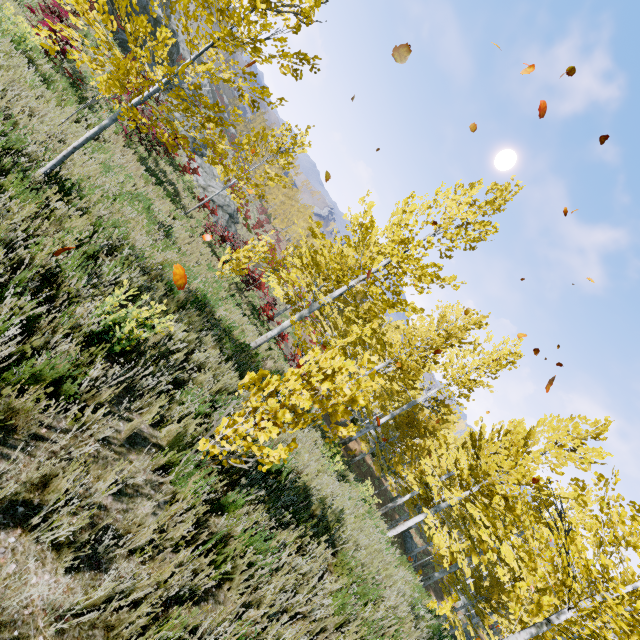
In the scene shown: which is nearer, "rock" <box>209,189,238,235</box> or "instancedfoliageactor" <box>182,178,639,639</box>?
"instancedfoliageactor" <box>182,178,639,639</box>

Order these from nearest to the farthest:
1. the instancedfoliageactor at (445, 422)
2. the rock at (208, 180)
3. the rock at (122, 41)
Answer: the instancedfoliageactor at (445, 422) < the rock at (122, 41) < the rock at (208, 180)

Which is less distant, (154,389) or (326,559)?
(154,389)

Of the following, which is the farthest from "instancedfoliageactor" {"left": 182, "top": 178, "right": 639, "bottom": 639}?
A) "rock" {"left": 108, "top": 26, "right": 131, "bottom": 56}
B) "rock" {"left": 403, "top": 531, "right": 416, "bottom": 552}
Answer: "rock" {"left": 108, "top": 26, "right": 131, "bottom": 56}

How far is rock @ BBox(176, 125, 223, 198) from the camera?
20.88m

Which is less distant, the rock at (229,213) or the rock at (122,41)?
the rock at (122,41)

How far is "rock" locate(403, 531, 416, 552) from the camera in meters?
26.8
